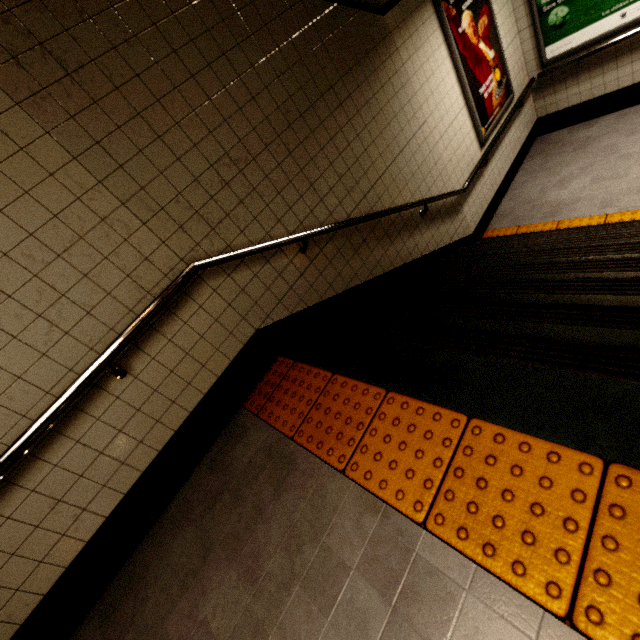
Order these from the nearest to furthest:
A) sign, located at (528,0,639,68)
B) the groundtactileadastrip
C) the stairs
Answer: the groundtactileadastrip < the stairs < sign, located at (528,0,639,68)

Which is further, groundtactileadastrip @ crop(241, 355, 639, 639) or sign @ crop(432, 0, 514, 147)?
sign @ crop(432, 0, 514, 147)

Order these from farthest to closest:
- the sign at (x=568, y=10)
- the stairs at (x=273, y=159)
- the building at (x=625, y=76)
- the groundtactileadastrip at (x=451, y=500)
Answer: the sign at (x=568, y=10) → the building at (x=625, y=76) → the stairs at (x=273, y=159) → the groundtactileadastrip at (x=451, y=500)

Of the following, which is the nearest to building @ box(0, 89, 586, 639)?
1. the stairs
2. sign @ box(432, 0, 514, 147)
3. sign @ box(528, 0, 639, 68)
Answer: the stairs

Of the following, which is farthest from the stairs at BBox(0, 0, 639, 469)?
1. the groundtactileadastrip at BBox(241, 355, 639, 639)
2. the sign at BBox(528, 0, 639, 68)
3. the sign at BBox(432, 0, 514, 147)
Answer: the sign at BBox(528, 0, 639, 68)

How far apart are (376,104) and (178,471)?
3.54m

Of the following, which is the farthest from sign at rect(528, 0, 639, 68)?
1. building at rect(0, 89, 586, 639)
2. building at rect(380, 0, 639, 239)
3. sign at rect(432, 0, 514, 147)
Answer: building at rect(0, 89, 586, 639)

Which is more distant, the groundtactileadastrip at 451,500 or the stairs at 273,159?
the stairs at 273,159
